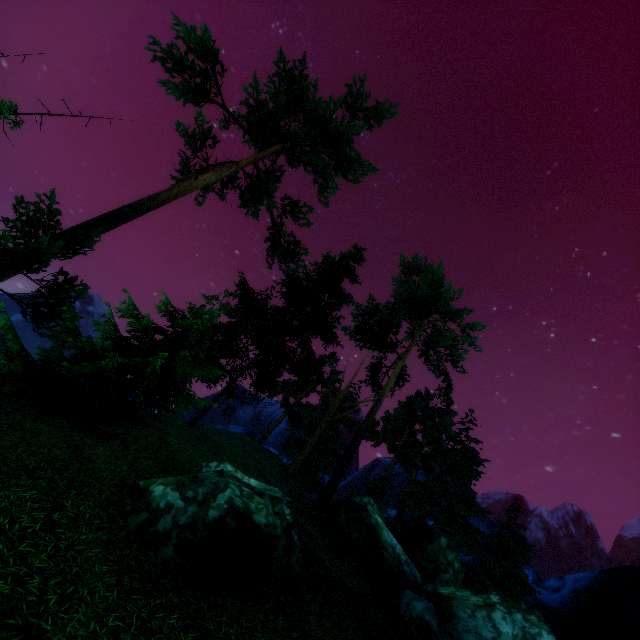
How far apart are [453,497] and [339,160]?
29.66m

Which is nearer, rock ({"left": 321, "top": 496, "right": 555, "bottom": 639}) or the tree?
rock ({"left": 321, "top": 496, "right": 555, "bottom": 639})

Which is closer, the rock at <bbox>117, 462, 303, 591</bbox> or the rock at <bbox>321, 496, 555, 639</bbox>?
the rock at <bbox>117, 462, 303, 591</bbox>

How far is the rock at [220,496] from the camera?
6.7 meters

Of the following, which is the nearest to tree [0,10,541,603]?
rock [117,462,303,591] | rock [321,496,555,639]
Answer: rock [321,496,555,639]

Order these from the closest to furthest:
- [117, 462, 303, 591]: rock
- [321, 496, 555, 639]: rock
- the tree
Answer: [117, 462, 303, 591]: rock
[321, 496, 555, 639]: rock
the tree

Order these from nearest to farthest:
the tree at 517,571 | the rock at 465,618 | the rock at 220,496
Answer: the rock at 220,496
the rock at 465,618
the tree at 517,571

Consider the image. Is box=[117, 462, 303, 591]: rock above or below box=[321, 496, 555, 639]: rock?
below
